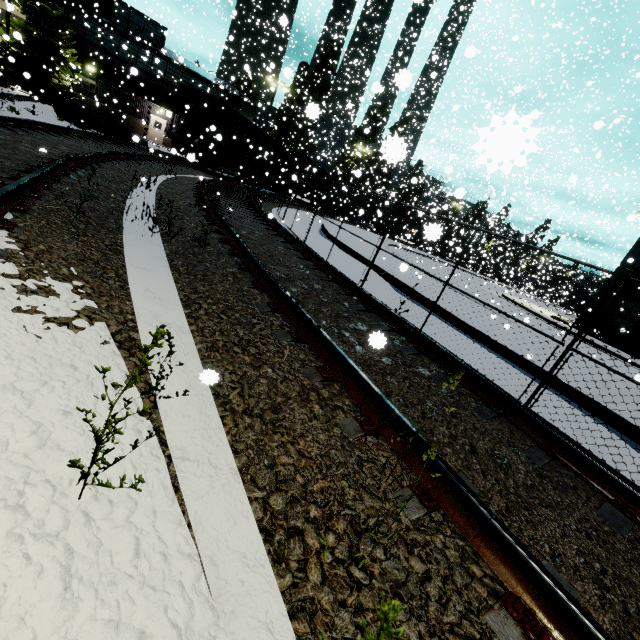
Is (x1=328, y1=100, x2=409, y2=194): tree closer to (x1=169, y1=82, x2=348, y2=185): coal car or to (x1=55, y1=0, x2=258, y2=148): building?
(x1=169, y1=82, x2=348, y2=185): coal car

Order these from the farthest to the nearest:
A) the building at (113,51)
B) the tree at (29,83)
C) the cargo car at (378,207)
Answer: the cargo car at (378,207) < the building at (113,51) < the tree at (29,83)

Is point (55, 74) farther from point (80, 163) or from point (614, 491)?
point (614, 491)

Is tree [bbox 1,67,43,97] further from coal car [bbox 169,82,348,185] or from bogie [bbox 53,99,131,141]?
bogie [bbox 53,99,131,141]

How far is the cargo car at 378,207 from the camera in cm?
3187

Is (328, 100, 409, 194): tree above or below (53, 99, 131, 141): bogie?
above

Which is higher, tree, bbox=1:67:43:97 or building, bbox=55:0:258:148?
building, bbox=55:0:258:148

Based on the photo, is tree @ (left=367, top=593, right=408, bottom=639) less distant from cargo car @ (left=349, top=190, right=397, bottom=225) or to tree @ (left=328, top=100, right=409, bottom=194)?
cargo car @ (left=349, top=190, right=397, bottom=225)
